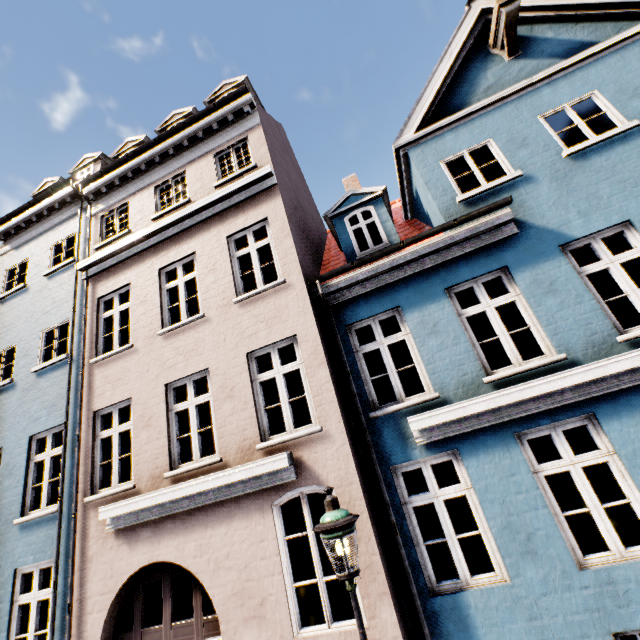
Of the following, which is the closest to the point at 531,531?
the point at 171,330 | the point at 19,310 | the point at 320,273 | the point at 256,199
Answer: the point at 320,273

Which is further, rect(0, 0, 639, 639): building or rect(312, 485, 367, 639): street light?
rect(0, 0, 639, 639): building

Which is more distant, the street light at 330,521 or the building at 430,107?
the building at 430,107
